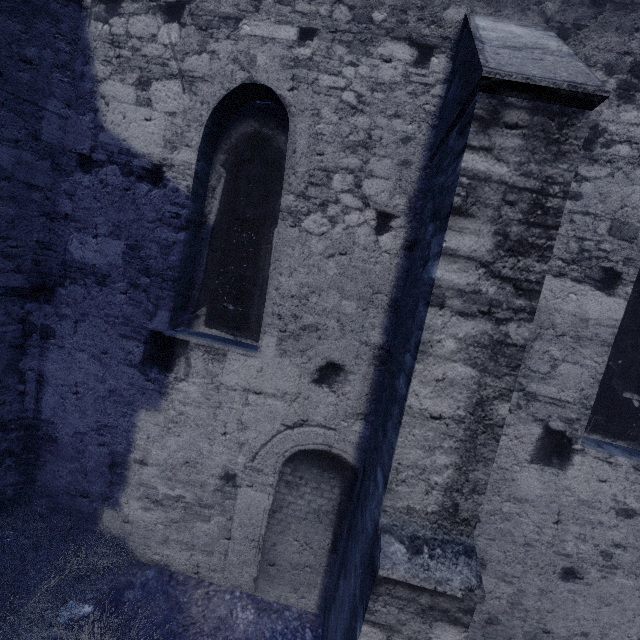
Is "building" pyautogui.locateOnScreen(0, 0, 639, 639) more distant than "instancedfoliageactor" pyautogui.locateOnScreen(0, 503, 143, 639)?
No

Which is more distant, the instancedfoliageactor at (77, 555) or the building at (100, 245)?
the instancedfoliageactor at (77, 555)

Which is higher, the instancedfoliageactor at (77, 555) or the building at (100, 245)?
the building at (100, 245)

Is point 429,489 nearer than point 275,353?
Yes

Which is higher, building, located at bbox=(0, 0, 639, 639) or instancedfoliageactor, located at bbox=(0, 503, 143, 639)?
building, located at bbox=(0, 0, 639, 639)
